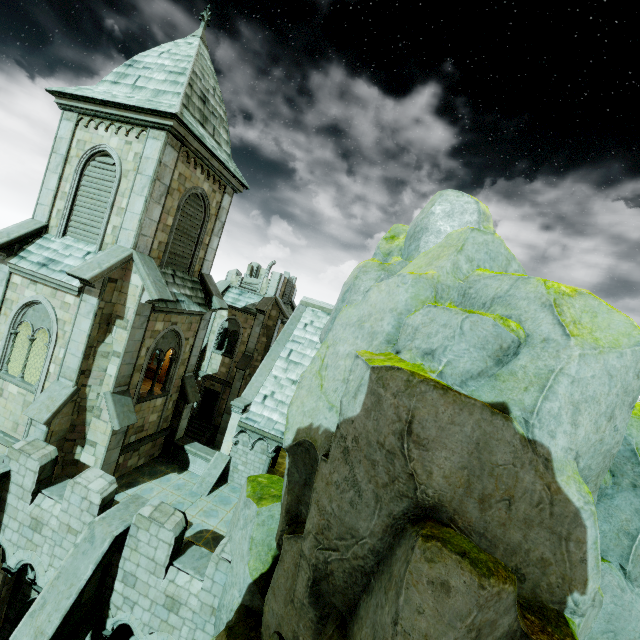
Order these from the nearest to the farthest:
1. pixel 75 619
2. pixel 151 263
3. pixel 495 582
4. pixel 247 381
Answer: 1. pixel 495 582
2. pixel 75 619
3. pixel 151 263
4. pixel 247 381

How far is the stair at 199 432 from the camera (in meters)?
24.55

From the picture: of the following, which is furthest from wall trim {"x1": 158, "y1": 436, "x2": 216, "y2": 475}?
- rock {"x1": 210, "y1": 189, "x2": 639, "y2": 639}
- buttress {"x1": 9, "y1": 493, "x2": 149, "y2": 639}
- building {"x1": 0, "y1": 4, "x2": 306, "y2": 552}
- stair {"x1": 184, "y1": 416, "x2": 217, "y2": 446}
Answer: stair {"x1": 184, "y1": 416, "x2": 217, "y2": 446}

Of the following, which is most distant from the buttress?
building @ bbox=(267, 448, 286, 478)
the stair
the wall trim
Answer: the stair

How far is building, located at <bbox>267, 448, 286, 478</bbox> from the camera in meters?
18.3 m

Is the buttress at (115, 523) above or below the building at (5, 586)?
above

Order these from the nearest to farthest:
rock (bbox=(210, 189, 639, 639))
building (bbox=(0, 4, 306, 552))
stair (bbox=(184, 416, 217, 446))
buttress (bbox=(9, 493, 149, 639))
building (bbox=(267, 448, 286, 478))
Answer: rock (bbox=(210, 189, 639, 639)), buttress (bbox=(9, 493, 149, 639)), building (bbox=(0, 4, 306, 552)), building (bbox=(267, 448, 286, 478)), stair (bbox=(184, 416, 217, 446))

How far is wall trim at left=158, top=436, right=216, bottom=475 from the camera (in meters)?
15.06
